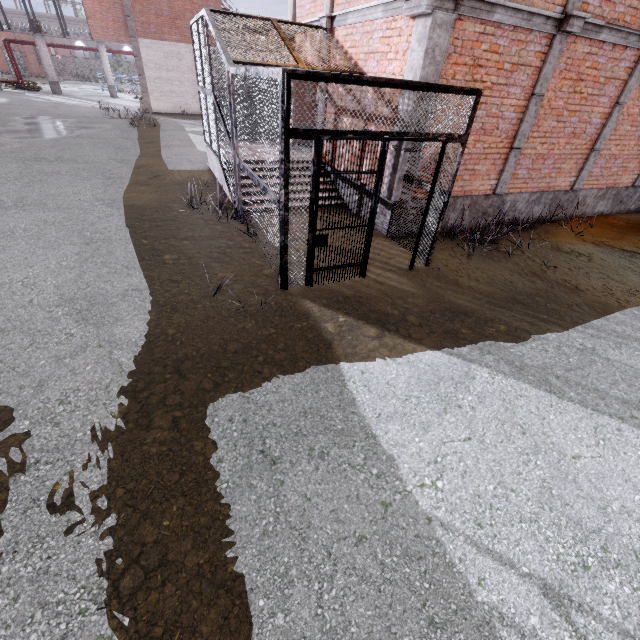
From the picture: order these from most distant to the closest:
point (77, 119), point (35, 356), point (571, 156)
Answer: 1. point (77, 119)
2. point (571, 156)
3. point (35, 356)

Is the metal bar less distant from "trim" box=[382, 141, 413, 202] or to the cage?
the cage

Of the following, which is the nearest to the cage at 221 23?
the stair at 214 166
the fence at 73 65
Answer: the stair at 214 166

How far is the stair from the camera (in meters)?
8.90

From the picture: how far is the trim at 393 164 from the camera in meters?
6.3 m

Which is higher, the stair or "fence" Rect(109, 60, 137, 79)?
"fence" Rect(109, 60, 137, 79)

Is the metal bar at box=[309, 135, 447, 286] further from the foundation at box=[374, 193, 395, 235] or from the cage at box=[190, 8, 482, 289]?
the foundation at box=[374, 193, 395, 235]

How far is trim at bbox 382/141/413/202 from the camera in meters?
6.3
